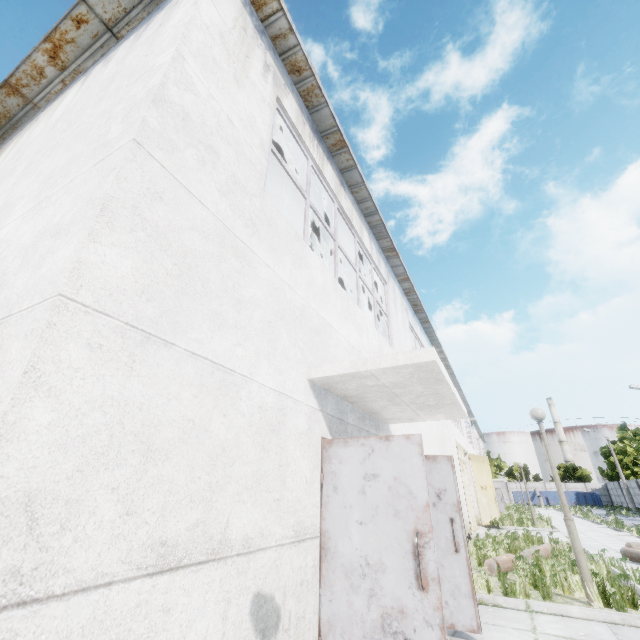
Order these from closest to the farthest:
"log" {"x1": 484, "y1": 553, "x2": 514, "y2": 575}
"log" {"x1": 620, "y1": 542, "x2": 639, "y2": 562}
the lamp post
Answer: the lamp post
"log" {"x1": 484, "y1": 553, "x2": 514, "y2": 575}
"log" {"x1": 620, "y1": 542, "x2": 639, "y2": 562}

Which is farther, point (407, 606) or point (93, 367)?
point (407, 606)

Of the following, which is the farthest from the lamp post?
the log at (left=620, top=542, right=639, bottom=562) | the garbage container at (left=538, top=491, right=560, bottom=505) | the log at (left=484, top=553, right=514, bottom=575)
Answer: the garbage container at (left=538, top=491, right=560, bottom=505)

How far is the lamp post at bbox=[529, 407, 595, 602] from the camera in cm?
580

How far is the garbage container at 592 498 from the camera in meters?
49.0 m

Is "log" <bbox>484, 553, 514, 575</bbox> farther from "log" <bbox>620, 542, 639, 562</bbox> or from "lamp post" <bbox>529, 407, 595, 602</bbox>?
"lamp post" <bbox>529, 407, 595, 602</bbox>

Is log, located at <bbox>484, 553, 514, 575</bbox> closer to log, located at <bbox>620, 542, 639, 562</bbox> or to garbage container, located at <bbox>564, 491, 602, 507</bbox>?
log, located at <bbox>620, 542, 639, 562</bbox>

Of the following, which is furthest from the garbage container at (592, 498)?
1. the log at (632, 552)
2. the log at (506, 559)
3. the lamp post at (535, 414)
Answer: the lamp post at (535, 414)
